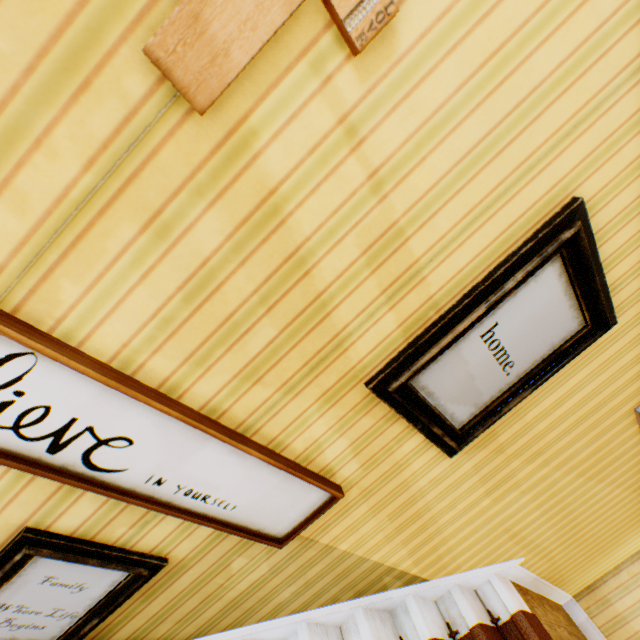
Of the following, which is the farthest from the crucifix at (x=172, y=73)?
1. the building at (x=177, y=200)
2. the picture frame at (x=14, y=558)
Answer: the picture frame at (x=14, y=558)

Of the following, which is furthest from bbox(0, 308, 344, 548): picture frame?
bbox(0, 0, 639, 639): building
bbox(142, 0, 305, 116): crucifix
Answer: bbox(142, 0, 305, 116): crucifix

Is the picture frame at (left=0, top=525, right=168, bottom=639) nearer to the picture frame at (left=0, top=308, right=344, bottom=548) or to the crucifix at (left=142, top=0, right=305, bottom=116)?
the picture frame at (left=0, top=308, right=344, bottom=548)

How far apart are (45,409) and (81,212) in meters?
0.6

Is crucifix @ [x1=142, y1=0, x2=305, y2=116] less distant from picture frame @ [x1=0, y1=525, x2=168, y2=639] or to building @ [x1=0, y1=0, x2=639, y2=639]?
building @ [x1=0, y1=0, x2=639, y2=639]

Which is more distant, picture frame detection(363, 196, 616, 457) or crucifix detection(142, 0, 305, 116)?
picture frame detection(363, 196, 616, 457)

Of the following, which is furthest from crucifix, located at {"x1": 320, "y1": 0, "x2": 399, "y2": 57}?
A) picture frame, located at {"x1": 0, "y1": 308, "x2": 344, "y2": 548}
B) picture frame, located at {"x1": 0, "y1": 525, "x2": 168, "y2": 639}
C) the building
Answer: picture frame, located at {"x1": 0, "y1": 525, "x2": 168, "y2": 639}

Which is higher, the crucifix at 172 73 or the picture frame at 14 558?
the crucifix at 172 73
